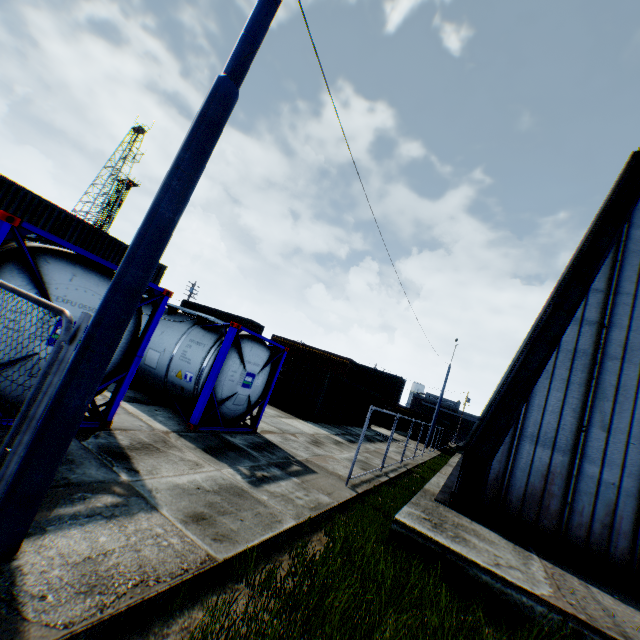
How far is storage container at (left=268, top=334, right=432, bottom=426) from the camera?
18.77m

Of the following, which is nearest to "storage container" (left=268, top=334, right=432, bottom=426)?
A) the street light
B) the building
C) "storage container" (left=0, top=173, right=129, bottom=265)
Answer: the building

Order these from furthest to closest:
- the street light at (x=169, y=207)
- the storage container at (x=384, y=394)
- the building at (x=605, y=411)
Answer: the storage container at (x=384, y=394), the building at (x=605, y=411), the street light at (x=169, y=207)

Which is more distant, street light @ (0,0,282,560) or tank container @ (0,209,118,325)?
tank container @ (0,209,118,325)

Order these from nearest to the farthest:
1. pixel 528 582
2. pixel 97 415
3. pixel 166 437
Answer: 1. pixel 528 582
2. pixel 97 415
3. pixel 166 437

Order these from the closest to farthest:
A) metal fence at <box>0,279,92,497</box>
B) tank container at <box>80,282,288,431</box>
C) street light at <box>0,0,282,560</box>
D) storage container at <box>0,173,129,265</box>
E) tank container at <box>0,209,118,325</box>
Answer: metal fence at <box>0,279,92,497</box>, street light at <box>0,0,282,560</box>, tank container at <box>0,209,118,325</box>, tank container at <box>80,282,288,431</box>, storage container at <box>0,173,129,265</box>

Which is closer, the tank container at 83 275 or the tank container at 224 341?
the tank container at 83 275

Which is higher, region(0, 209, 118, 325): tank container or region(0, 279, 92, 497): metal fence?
region(0, 209, 118, 325): tank container
